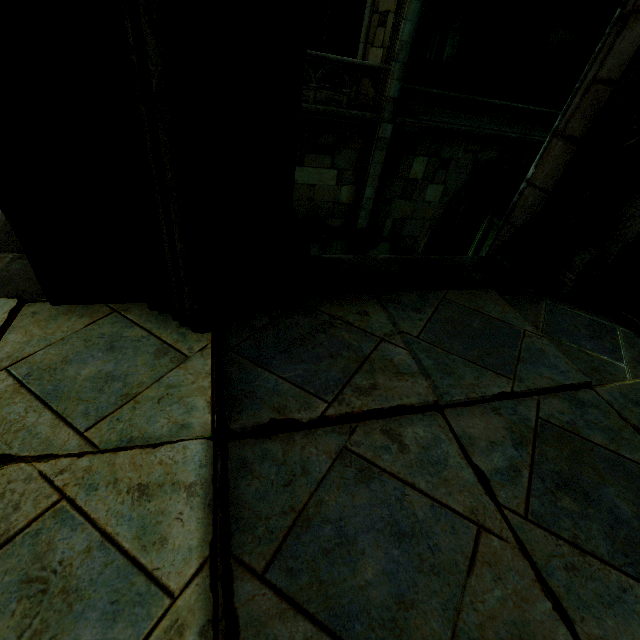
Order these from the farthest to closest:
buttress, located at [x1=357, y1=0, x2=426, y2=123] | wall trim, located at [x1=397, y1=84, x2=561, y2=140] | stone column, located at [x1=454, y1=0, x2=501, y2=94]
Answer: stone column, located at [x1=454, y1=0, x2=501, y2=94], wall trim, located at [x1=397, y1=84, x2=561, y2=140], buttress, located at [x1=357, y1=0, x2=426, y2=123]

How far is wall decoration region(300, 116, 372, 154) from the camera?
9.76m

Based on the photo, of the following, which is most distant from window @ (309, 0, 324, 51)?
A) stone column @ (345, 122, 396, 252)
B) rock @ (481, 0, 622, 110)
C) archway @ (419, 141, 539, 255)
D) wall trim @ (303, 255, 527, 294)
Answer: wall trim @ (303, 255, 527, 294)

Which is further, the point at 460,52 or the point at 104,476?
the point at 460,52

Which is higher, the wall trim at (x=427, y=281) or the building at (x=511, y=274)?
the building at (x=511, y=274)

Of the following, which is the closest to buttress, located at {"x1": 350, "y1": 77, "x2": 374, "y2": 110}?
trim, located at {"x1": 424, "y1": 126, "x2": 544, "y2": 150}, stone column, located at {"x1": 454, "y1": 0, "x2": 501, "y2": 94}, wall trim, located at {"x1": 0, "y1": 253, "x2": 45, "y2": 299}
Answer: stone column, located at {"x1": 454, "y1": 0, "x2": 501, "y2": 94}

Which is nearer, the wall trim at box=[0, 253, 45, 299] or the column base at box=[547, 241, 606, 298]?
the wall trim at box=[0, 253, 45, 299]

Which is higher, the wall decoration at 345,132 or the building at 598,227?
the building at 598,227
